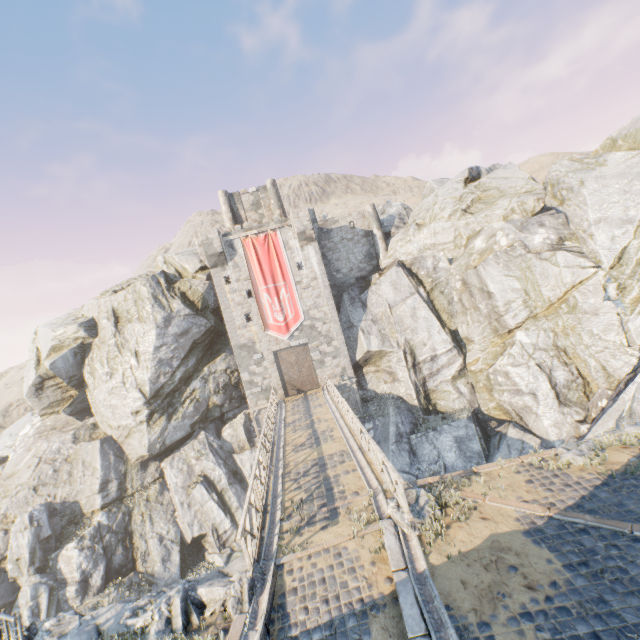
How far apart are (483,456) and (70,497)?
29.16m

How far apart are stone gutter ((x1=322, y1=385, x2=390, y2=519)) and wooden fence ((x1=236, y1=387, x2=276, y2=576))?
3.4m

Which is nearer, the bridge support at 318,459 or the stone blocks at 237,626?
the stone blocks at 237,626

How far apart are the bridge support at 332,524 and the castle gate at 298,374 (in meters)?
16.78

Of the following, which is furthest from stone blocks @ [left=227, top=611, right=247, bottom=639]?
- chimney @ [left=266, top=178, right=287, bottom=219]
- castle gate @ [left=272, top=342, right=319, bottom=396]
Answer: chimney @ [left=266, top=178, right=287, bottom=219]

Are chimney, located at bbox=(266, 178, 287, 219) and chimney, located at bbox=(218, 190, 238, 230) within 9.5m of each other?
yes

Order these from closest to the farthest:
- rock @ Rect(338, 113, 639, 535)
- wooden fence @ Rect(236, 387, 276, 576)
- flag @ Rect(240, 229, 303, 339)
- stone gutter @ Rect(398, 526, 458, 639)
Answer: stone gutter @ Rect(398, 526, 458, 639) < wooden fence @ Rect(236, 387, 276, 576) < rock @ Rect(338, 113, 639, 535) < flag @ Rect(240, 229, 303, 339)

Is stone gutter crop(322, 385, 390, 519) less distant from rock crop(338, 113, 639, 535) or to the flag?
rock crop(338, 113, 639, 535)
